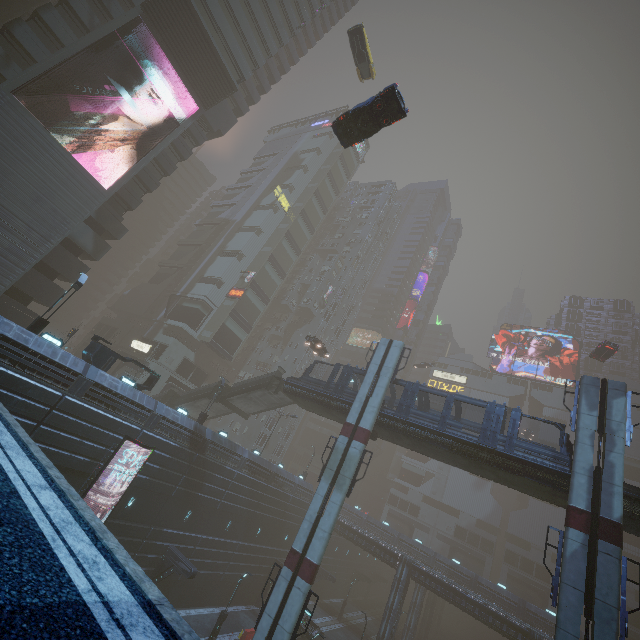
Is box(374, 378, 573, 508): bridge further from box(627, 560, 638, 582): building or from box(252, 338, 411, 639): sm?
box(627, 560, 638, 582): building

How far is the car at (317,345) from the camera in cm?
3622

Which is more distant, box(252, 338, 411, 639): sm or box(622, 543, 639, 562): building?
box(622, 543, 639, 562): building

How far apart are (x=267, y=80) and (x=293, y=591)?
57.8 meters

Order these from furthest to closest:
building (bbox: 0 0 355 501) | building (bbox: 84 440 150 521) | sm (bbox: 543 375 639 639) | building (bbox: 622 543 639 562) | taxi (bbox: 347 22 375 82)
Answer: building (bbox: 622 543 639 562)
taxi (bbox: 347 22 375 82)
building (bbox: 0 0 355 501)
building (bbox: 84 440 150 521)
sm (bbox: 543 375 639 639)

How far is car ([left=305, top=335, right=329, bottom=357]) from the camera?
36.2 meters

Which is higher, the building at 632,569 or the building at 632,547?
the building at 632,547

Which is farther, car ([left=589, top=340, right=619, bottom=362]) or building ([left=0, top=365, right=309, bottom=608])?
car ([left=589, top=340, right=619, bottom=362])
